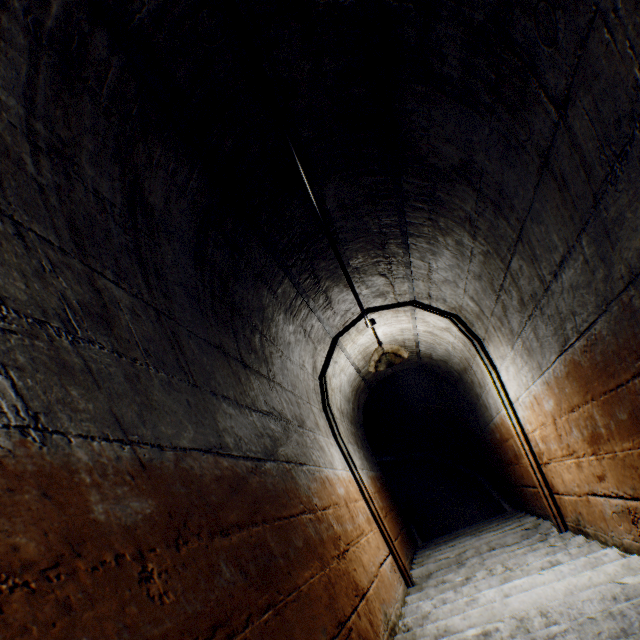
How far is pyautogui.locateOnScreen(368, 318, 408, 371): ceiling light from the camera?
3.3m

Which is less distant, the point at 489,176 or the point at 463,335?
the point at 489,176

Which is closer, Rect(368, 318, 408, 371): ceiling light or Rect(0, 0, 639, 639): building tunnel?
Rect(0, 0, 639, 639): building tunnel

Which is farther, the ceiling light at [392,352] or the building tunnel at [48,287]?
the ceiling light at [392,352]

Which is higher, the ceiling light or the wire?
the wire

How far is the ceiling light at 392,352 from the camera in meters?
3.3

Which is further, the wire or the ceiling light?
the ceiling light
